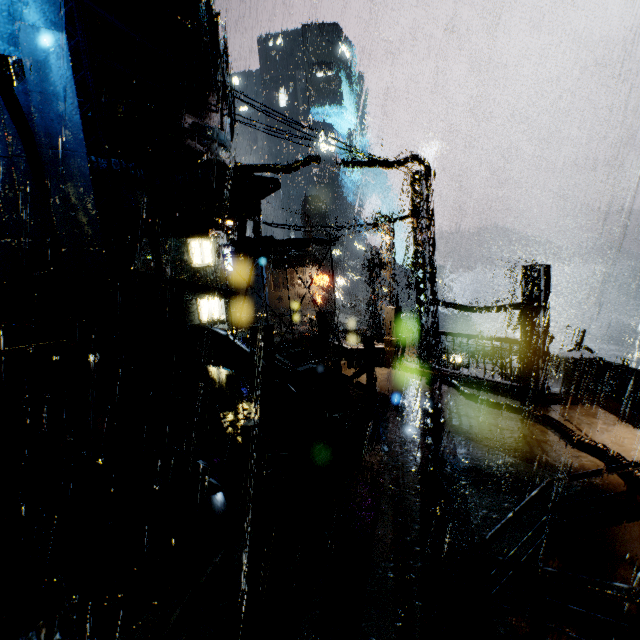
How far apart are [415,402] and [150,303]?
10.2m

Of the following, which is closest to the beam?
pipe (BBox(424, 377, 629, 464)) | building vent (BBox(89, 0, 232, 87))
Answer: building vent (BBox(89, 0, 232, 87))

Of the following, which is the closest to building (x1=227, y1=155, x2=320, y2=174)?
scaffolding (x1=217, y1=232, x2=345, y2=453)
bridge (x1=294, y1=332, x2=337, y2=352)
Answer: bridge (x1=294, y1=332, x2=337, y2=352)

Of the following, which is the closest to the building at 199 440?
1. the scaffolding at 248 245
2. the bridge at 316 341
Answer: the bridge at 316 341

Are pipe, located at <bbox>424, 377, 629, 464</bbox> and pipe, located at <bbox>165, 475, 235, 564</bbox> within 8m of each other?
no

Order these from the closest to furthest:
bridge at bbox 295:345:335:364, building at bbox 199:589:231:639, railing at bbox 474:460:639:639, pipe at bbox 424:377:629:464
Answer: railing at bbox 474:460:639:639 → building at bbox 199:589:231:639 → pipe at bbox 424:377:629:464 → bridge at bbox 295:345:335:364

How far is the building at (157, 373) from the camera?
8.7m

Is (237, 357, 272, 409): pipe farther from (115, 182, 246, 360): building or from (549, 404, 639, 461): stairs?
(549, 404, 639, 461): stairs
